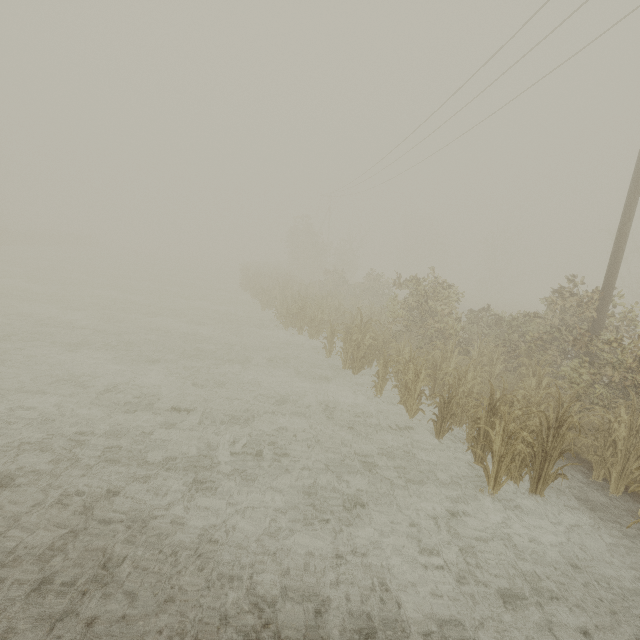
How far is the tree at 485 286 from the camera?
47.9m

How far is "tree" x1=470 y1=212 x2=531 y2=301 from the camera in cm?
4788

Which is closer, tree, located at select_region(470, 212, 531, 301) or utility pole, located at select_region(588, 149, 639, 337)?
utility pole, located at select_region(588, 149, 639, 337)

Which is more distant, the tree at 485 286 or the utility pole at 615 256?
the tree at 485 286

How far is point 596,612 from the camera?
3.85m
